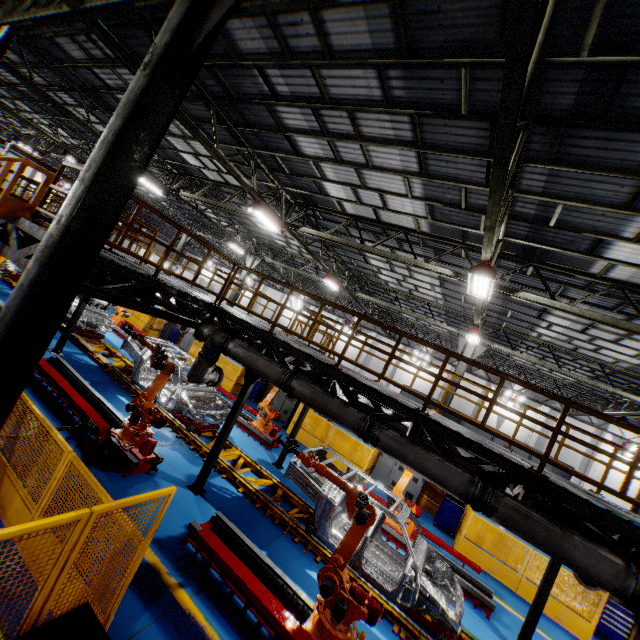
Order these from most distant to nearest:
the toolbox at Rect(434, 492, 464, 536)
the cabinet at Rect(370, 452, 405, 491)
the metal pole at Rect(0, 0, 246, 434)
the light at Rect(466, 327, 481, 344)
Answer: the cabinet at Rect(370, 452, 405, 491) → the light at Rect(466, 327, 481, 344) → the toolbox at Rect(434, 492, 464, 536) → the metal pole at Rect(0, 0, 246, 434)

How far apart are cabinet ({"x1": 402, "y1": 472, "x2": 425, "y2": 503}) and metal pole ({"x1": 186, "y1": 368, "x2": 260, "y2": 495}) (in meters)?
8.44

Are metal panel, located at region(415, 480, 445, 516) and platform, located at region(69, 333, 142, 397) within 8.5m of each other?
yes

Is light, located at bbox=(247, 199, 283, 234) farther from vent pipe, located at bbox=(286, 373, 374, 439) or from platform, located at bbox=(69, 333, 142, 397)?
platform, located at bbox=(69, 333, 142, 397)

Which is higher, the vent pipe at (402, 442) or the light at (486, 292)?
the light at (486, 292)

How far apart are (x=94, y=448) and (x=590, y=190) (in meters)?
11.33

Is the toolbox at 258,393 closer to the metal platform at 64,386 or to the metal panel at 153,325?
the metal panel at 153,325

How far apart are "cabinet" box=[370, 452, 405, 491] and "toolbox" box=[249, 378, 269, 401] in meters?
7.1
